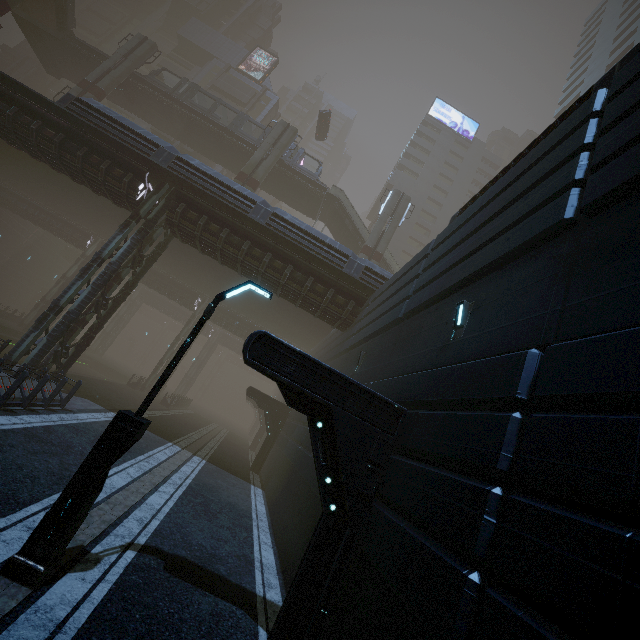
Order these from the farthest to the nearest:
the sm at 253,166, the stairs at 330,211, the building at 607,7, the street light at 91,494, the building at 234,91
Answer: the building at 234,91 < the stairs at 330,211 < the sm at 253,166 < the street light at 91,494 < the building at 607,7

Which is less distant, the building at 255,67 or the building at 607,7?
the building at 607,7

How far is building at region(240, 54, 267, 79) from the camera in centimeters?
5525cm

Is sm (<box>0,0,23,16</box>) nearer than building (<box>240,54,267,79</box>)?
Yes

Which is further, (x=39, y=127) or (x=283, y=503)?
(x=39, y=127)

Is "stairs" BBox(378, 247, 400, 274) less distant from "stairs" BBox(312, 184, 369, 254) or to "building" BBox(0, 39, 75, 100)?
"stairs" BBox(312, 184, 369, 254)

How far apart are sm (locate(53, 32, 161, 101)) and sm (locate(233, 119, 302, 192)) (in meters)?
12.91

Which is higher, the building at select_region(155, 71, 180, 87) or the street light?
the building at select_region(155, 71, 180, 87)
